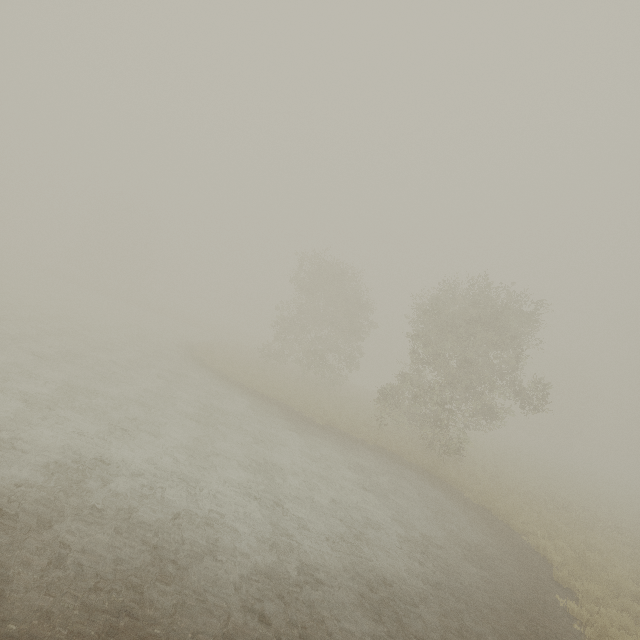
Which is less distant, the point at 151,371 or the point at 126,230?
the point at 151,371
